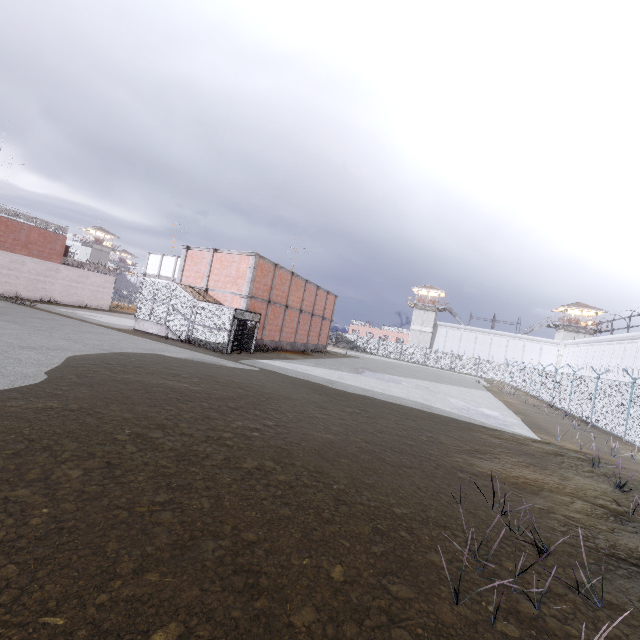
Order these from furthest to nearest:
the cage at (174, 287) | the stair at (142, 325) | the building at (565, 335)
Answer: the building at (565, 335) → the stair at (142, 325) → the cage at (174, 287)

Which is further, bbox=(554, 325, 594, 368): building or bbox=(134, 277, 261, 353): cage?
bbox=(554, 325, 594, 368): building

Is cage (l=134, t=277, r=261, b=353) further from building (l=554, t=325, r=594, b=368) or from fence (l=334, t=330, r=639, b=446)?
building (l=554, t=325, r=594, b=368)

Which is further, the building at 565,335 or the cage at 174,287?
the building at 565,335

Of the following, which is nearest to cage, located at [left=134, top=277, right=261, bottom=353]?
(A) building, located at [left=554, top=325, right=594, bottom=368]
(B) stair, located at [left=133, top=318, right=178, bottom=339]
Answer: (B) stair, located at [left=133, top=318, right=178, bottom=339]

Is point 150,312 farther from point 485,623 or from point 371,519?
point 485,623

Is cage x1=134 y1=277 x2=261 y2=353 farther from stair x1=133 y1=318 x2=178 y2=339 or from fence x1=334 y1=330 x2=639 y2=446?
fence x1=334 y1=330 x2=639 y2=446

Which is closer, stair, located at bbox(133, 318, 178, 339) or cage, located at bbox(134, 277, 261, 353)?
cage, located at bbox(134, 277, 261, 353)
